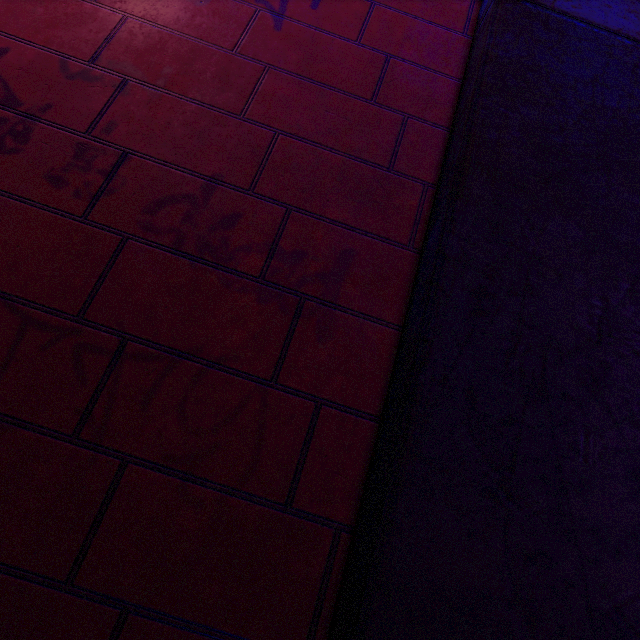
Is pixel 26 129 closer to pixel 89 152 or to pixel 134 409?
pixel 89 152
